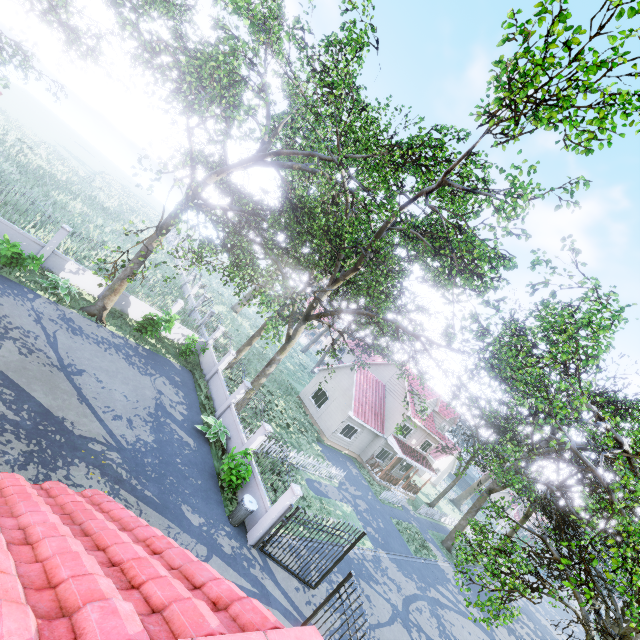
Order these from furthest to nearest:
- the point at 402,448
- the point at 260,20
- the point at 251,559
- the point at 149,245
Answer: the point at 402,448 → the point at 260,20 → the point at 149,245 → the point at 251,559

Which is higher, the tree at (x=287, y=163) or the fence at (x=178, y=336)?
the tree at (x=287, y=163)

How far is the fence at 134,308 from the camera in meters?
18.4

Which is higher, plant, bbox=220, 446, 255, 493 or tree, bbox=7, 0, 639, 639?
tree, bbox=7, 0, 639, 639

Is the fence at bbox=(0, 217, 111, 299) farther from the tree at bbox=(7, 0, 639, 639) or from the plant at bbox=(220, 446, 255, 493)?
the tree at bbox=(7, 0, 639, 639)

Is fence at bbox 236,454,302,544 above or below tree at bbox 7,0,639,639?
below

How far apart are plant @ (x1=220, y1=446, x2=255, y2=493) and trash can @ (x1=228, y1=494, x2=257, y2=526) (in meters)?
0.57

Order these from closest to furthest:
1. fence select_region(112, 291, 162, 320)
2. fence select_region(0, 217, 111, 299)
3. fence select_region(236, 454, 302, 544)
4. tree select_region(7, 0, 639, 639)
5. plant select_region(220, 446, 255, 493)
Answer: tree select_region(7, 0, 639, 639) < fence select_region(236, 454, 302, 544) < plant select_region(220, 446, 255, 493) < fence select_region(0, 217, 111, 299) < fence select_region(112, 291, 162, 320)
